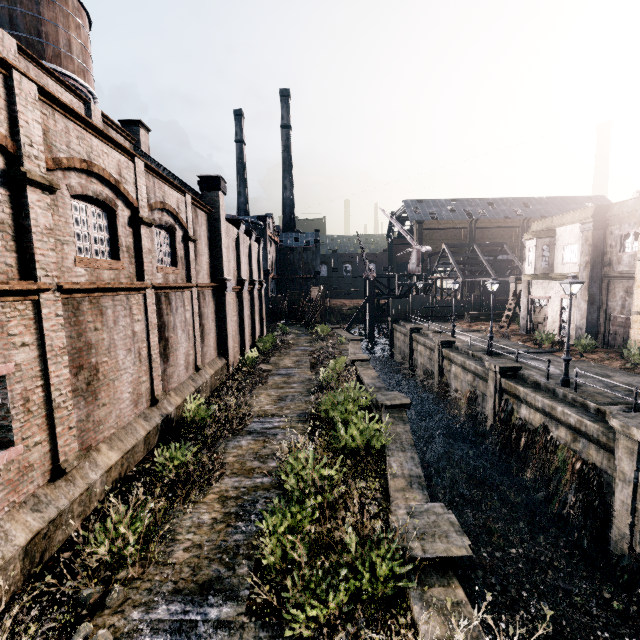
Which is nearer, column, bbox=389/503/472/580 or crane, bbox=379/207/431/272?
column, bbox=389/503/472/580

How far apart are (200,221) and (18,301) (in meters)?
12.66

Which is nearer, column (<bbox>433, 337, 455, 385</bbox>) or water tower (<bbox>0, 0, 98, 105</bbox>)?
water tower (<bbox>0, 0, 98, 105</bbox>)

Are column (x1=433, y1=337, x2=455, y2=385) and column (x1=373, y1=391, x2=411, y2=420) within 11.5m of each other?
no

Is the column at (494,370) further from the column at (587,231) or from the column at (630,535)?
the column at (587,231)

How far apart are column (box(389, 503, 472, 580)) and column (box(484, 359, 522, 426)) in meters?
13.6 m

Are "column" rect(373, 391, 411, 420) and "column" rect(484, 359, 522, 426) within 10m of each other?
yes

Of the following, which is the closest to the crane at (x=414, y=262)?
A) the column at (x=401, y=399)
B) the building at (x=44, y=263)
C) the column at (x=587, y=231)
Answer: the building at (x=44, y=263)
